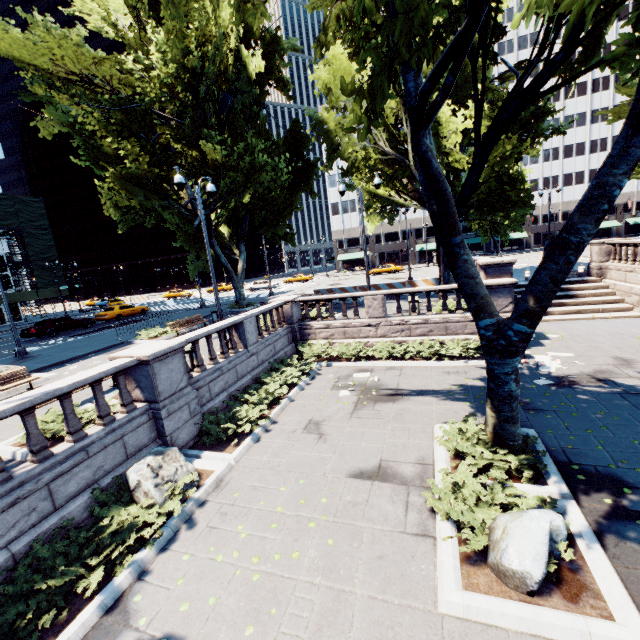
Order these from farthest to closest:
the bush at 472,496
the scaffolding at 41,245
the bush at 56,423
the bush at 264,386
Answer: the scaffolding at 41,245
the bush at 264,386
the bush at 56,423
the bush at 472,496

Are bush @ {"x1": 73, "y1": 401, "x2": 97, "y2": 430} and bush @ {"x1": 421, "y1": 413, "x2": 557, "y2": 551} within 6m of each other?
no

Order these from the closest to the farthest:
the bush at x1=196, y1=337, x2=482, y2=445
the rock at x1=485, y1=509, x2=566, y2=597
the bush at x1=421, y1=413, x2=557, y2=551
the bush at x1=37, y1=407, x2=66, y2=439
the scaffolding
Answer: the rock at x1=485, y1=509, x2=566, y2=597, the bush at x1=421, y1=413, x2=557, y2=551, the bush at x1=37, y1=407, x2=66, y2=439, the bush at x1=196, y1=337, x2=482, y2=445, the scaffolding

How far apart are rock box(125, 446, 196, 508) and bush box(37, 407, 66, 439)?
1.35m

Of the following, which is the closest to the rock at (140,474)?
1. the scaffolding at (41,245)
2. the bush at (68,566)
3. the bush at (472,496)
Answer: the bush at (68,566)

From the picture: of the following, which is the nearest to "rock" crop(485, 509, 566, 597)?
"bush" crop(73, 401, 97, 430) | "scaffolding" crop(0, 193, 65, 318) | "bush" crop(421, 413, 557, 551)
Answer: "bush" crop(421, 413, 557, 551)

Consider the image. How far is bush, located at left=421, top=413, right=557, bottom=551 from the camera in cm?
556

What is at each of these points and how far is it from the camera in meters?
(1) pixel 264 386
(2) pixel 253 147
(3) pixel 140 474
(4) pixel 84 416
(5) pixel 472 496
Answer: (1) bush, 12.4 m
(2) tree, 21.7 m
(3) rock, 7.1 m
(4) bush, 8.6 m
(5) bush, 5.9 m
